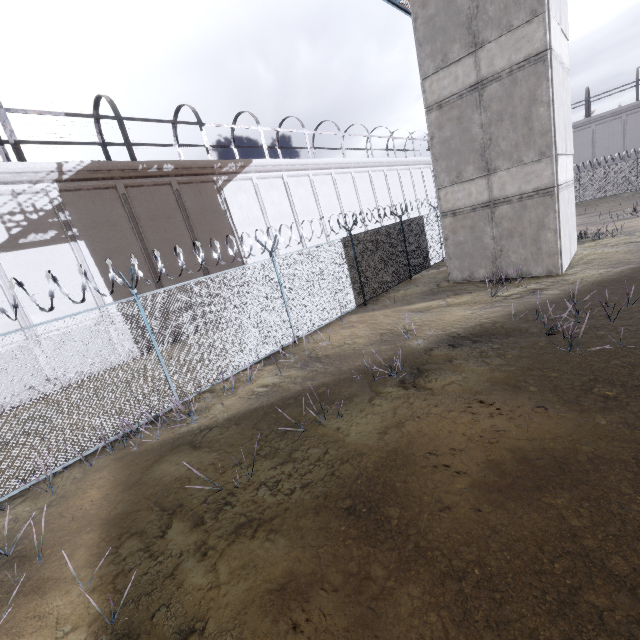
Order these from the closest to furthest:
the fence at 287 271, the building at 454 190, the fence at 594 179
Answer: the fence at 287 271, the building at 454 190, the fence at 594 179

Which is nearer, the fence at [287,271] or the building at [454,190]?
the fence at [287,271]

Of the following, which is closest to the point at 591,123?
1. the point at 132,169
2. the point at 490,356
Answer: the point at 490,356

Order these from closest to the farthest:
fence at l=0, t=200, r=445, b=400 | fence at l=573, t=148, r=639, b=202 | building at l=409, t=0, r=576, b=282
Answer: fence at l=0, t=200, r=445, b=400, building at l=409, t=0, r=576, b=282, fence at l=573, t=148, r=639, b=202

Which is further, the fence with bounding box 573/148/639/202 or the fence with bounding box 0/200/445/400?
the fence with bounding box 573/148/639/202

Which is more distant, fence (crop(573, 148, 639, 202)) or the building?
fence (crop(573, 148, 639, 202))
